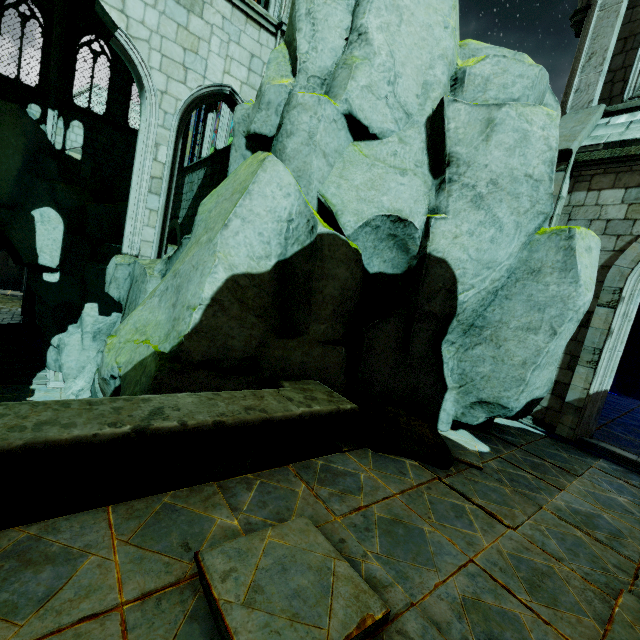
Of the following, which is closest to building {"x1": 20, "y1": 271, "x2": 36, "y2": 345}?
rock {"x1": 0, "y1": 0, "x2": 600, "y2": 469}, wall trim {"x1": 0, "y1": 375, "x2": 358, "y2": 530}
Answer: rock {"x1": 0, "y1": 0, "x2": 600, "y2": 469}

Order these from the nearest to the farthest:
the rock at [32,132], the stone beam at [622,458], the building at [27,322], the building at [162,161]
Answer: the rock at [32,132], the stone beam at [622,458], the building at [162,161], the building at [27,322]

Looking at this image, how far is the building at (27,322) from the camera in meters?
19.5

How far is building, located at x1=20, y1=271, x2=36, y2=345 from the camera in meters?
19.5 m

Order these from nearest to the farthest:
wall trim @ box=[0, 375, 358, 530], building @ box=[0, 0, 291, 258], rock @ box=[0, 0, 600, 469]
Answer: wall trim @ box=[0, 375, 358, 530] → rock @ box=[0, 0, 600, 469] → building @ box=[0, 0, 291, 258]

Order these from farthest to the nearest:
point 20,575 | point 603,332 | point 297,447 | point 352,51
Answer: point 603,332 < point 352,51 < point 297,447 < point 20,575

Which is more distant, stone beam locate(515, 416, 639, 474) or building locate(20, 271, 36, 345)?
building locate(20, 271, 36, 345)

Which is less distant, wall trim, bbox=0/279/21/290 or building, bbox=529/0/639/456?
building, bbox=529/0/639/456
